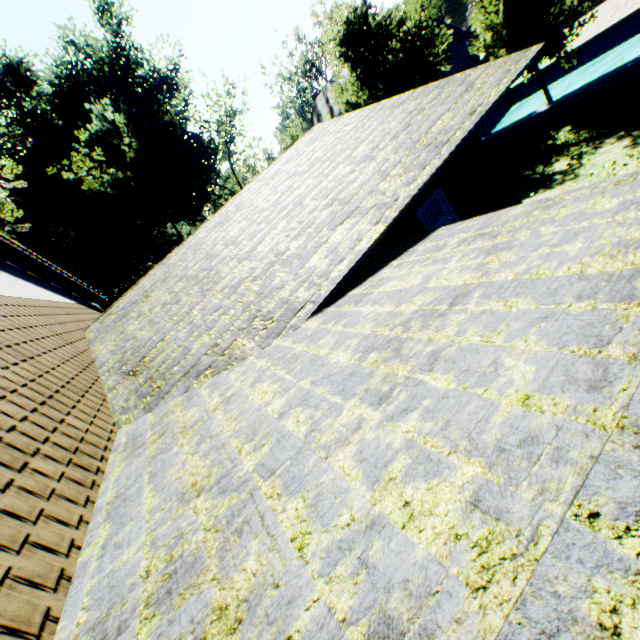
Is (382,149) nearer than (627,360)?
No

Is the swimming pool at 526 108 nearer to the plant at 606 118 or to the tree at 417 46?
the tree at 417 46

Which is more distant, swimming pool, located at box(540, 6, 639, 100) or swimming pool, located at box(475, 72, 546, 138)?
swimming pool, located at box(475, 72, 546, 138)

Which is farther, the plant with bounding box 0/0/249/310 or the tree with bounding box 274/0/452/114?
the plant with bounding box 0/0/249/310

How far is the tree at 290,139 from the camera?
22.3m

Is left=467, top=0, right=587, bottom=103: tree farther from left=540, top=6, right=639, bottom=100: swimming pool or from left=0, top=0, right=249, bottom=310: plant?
left=0, top=0, right=249, bottom=310: plant

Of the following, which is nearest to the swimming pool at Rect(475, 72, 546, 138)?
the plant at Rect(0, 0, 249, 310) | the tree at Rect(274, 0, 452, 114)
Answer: the tree at Rect(274, 0, 452, 114)
